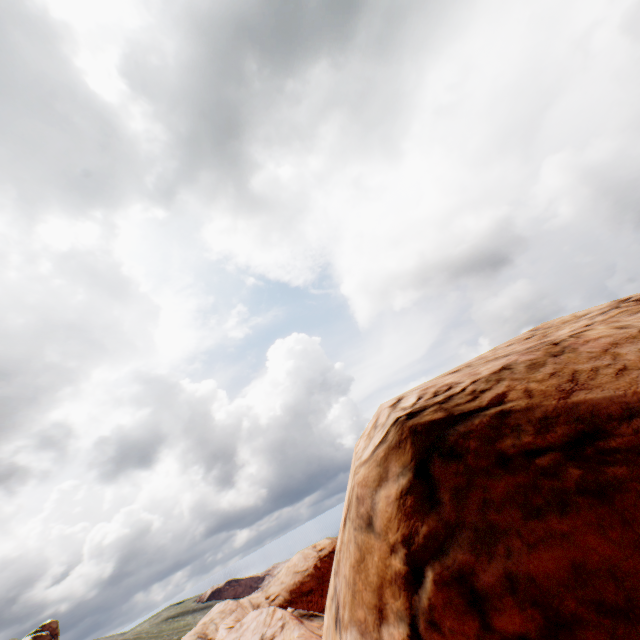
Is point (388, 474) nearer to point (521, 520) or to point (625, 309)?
point (521, 520)
